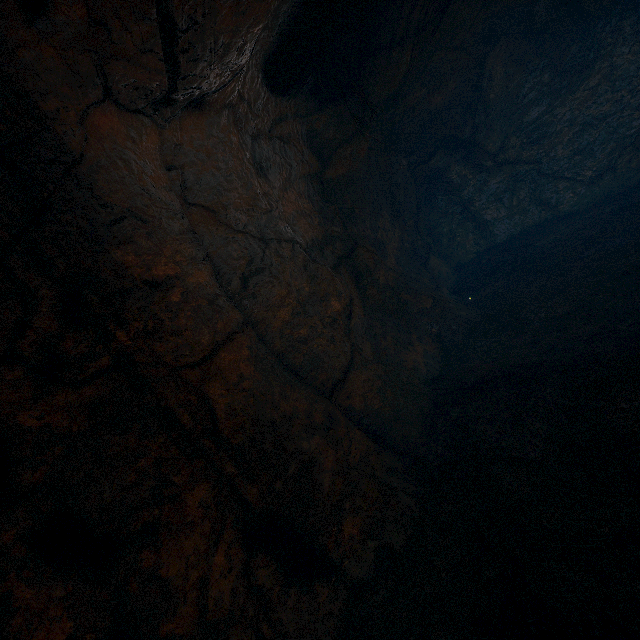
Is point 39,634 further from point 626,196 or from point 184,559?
point 626,196
